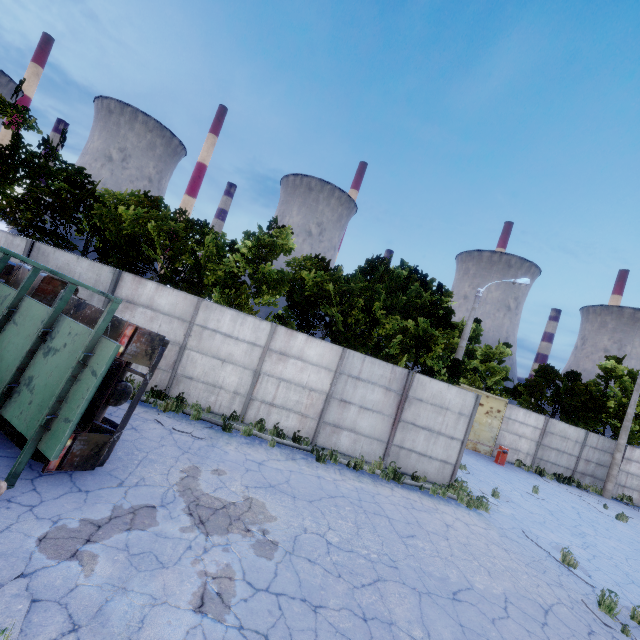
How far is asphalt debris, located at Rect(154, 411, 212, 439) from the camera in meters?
9.0

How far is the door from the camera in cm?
2125

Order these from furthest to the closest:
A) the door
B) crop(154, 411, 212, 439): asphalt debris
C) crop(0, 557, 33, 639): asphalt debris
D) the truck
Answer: the door < crop(154, 411, 212, 439): asphalt debris < the truck < crop(0, 557, 33, 639): asphalt debris

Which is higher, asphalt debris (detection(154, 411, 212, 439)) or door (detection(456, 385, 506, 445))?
door (detection(456, 385, 506, 445))

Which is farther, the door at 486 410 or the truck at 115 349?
the door at 486 410

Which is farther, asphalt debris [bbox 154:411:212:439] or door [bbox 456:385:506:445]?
door [bbox 456:385:506:445]

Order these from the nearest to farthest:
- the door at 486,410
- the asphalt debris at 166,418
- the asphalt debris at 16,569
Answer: the asphalt debris at 16,569
the asphalt debris at 166,418
the door at 486,410

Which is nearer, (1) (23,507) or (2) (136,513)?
(1) (23,507)
